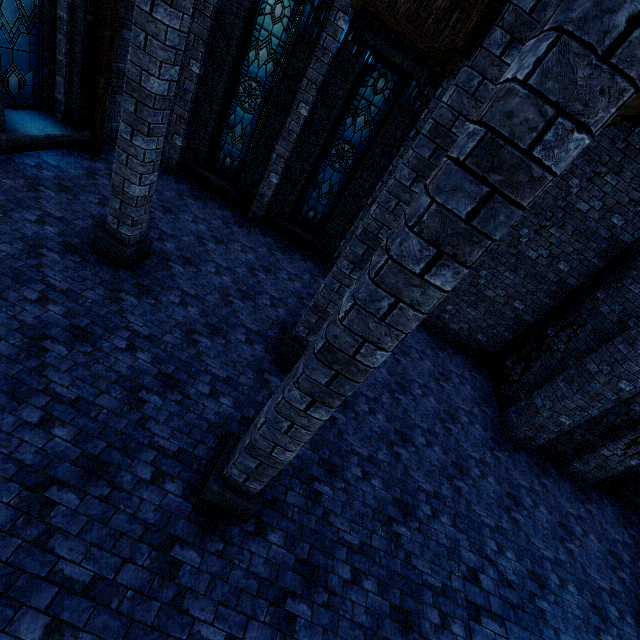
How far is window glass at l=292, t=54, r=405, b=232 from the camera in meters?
8.1 m

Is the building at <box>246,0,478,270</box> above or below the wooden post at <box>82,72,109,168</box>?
above

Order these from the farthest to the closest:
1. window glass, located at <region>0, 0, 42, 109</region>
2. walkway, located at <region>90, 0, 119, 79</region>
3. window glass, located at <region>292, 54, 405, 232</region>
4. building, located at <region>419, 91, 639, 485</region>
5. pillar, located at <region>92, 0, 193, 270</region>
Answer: window glass, located at <region>292, 54, 405, 232</region>
building, located at <region>419, 91, 639, 485</region>
walkway, located at <region>90, 0, 119, 79</region>
window glass, located at <region>0, 0, 42, 109</region>
pillar, located at <region>92, 0, 193, 270</region>

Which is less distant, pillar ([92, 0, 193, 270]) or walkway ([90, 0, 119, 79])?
pillar ([92, 0, 193, 270])

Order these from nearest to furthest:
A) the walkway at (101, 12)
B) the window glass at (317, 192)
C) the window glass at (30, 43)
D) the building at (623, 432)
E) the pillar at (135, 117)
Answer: the pillar at (135, 117) < the window glass at (30, 43) < the walkway at (101, 12) < the building at (623, 432) < the window glass at (317, 192)

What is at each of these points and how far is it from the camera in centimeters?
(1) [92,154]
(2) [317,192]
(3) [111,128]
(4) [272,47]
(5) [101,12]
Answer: (1) wooden post, 853cm
(2) window glass, 991cm
(3) building, 912cm
(4) window glass, 824cm
(5) walkway, 686cm

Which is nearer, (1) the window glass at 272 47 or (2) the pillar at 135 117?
(2) the pillar at 135 117

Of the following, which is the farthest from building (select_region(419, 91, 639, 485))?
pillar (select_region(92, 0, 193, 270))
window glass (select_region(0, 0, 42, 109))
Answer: window glass (select_region(0, 0, 42, 109))
